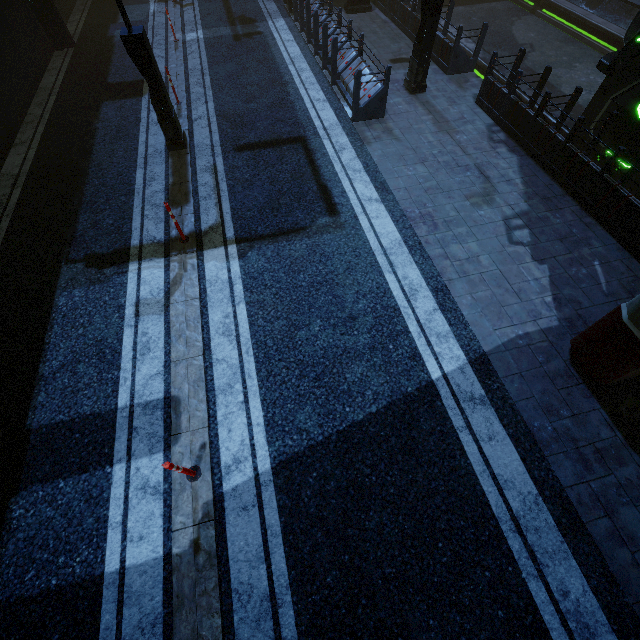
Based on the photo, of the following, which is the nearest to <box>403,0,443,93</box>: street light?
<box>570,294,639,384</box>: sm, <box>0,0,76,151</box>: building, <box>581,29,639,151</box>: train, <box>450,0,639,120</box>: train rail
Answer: <box>0,0,76,151</box>: building

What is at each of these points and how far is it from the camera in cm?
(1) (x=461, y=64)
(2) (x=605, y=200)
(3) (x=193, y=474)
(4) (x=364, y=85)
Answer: (1) building, 1075
(2) building, 688
(3) traffic cone, 448
(4) building, 948

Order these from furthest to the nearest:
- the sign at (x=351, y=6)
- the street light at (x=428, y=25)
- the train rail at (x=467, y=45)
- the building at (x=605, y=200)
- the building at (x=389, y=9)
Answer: the sign at (x=351, y=6)
the train rail at (x=467, y=45)
the building at (x=389, y=9)
the street light at (x=428, y=25)
the building at (x=605, y=200)

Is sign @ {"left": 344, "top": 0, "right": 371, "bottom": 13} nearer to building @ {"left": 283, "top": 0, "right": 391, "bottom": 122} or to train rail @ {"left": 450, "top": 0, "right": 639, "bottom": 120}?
building @ {"left": 283, "top": 0, "right": 391, "bottom": 122}

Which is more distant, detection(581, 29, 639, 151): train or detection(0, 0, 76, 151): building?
detection(0, 0, 76, 151): building

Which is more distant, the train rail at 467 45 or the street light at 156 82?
the train rail at 467 45

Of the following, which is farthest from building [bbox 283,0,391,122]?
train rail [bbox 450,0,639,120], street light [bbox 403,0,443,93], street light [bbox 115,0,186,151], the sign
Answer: street light [bbox 115,0,186,151]

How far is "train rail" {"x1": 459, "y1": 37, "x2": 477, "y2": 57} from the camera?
12.8 meters
